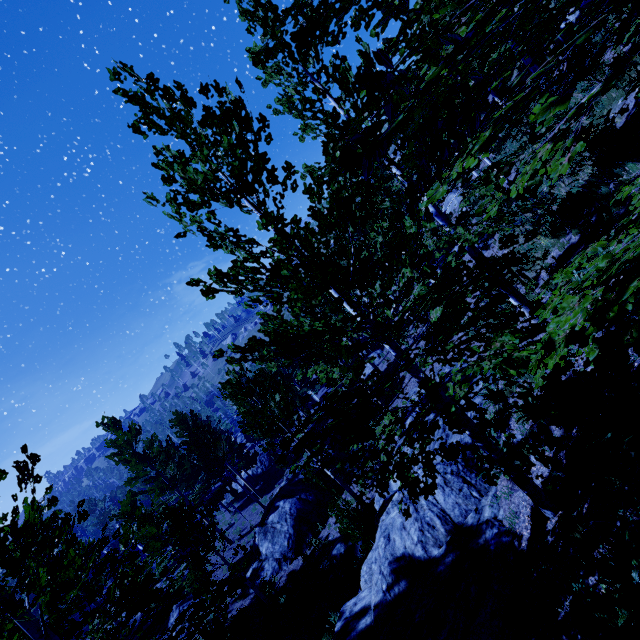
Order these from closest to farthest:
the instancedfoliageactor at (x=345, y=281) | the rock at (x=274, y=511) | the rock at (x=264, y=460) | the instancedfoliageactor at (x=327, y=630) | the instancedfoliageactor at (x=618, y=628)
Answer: the instancedfoliageactor at (x=345, y=281) < the instancedfoliageactor at (x=618, y=628) < the instancedfoliageactor at (x=327, y=630) < the rock at (x=274, y=511) < the rock at (x=264, y=460)

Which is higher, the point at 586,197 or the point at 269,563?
the point at 586,197

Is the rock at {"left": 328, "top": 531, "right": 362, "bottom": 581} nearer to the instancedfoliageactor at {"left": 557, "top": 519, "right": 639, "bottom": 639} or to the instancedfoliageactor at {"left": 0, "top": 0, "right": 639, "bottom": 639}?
the instancedfoliageactor at {"left": 0, "top": 0, "right": 639, "bottom": 639}

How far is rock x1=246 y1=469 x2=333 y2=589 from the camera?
15.4 meters

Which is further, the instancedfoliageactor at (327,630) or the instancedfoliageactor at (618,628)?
the instancedfoliageactor at (327,630)

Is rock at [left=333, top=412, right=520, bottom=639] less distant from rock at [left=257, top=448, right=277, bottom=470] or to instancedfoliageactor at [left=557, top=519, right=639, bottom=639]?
instancedfoliageactor at [left=557, top=519, right=639, bottom=639]

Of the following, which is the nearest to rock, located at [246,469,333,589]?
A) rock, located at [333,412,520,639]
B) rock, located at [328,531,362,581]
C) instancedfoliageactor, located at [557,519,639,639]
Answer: rock, located at [328,531,362,581]

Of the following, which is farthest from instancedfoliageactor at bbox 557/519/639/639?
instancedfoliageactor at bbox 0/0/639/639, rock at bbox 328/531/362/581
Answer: rock at bbox 328/531/362/581
